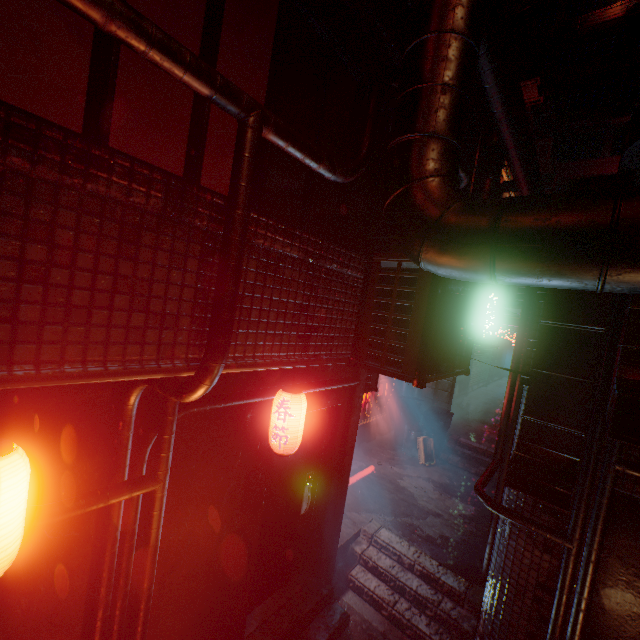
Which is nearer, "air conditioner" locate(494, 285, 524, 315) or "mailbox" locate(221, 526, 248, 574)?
"mailbox" locate(221, 526, 248, 574)

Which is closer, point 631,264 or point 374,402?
point 631,264

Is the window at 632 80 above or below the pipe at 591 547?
above

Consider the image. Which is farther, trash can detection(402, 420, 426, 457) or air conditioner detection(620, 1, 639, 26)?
air conditioner detection(620, 1, 639, 26)

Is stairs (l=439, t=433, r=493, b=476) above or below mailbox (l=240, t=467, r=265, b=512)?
below

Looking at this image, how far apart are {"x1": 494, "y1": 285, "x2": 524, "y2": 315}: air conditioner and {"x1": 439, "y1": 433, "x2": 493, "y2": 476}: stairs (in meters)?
3.30

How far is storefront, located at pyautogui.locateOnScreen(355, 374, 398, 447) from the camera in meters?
7.3

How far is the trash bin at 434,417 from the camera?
7.27m
